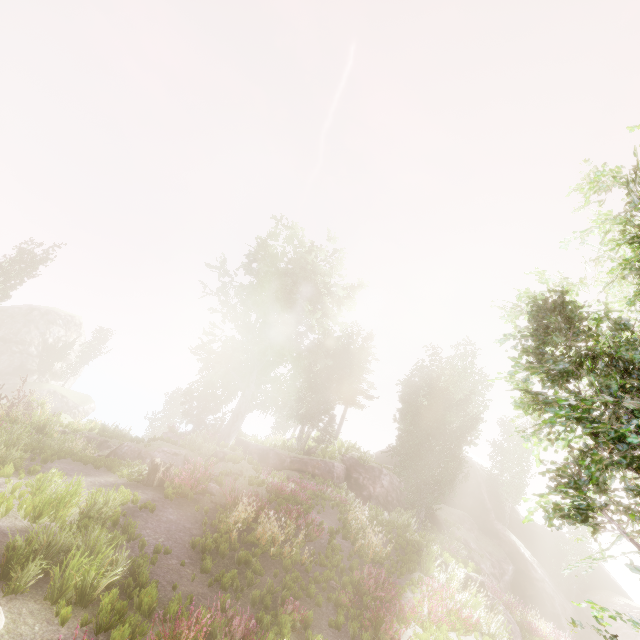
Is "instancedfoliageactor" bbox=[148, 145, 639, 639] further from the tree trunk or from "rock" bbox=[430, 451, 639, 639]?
the tree trunk

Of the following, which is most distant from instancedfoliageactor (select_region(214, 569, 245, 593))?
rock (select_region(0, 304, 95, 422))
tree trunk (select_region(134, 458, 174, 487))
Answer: tree trunk (select_region(134, 458, 174, 487))

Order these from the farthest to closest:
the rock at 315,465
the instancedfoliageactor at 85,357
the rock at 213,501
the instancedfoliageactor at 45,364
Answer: the instancedfoliageactor at 85,357
the instancedfoliageactor at 45,364
the rock at 315,465
the rock at 213,501

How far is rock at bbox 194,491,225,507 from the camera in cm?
1244

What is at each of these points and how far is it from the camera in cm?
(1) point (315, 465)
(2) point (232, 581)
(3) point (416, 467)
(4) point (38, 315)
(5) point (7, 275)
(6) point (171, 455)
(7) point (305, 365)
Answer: (1) rock, 2530
(2) instancedfoliageactor, 876
(3) instancedfoliageactor, 2520
(4) rock, 4472
(5) instancedfoliageactor, 2975
(6) rock, 1758
(7) instancedfoliageactor, 3070

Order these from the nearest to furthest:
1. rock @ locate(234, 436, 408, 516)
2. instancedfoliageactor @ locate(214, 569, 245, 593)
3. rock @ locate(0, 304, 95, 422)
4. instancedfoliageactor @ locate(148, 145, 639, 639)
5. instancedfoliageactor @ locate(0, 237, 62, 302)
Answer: instancedfoliageactor @ locate(148, 145, 639, 639) → instancedfoliageactor @ locate(214, 569, 245, 593) → rock @ locate(234, 436, 408, 516) → instancedfoliageactor @ locate(0, 237, 62, 302) → rock @ locate(0, 304, 95, 422)

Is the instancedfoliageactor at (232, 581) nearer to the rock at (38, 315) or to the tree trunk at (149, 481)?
the rock at (38, 315)
